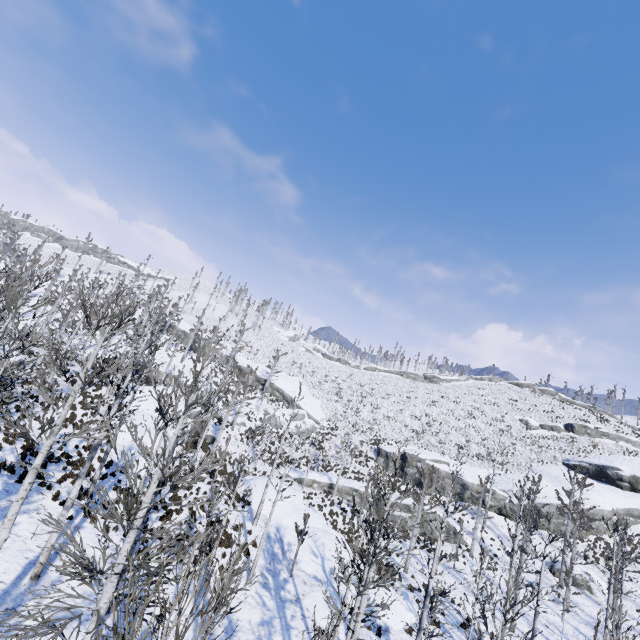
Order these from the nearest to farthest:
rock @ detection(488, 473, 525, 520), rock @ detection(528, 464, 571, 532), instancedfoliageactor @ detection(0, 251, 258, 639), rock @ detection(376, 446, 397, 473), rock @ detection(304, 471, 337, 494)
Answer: instancedfoliageactor @ detection(0, 251, 258, 639)
rock @ detection(528, 464, 571, 532)
rock @ detection(304, 471, 337, 494)
rock @ detection(488, 473, 525, 520)
rock @ detection(376, 446, 397, 473)

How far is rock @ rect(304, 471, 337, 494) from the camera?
36.1m

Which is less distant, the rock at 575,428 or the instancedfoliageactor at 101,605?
the instancedfoliageactor at 101,605

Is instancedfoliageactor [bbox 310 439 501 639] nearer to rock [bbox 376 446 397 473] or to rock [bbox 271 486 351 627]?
rock [bbox 271 486 351 627]

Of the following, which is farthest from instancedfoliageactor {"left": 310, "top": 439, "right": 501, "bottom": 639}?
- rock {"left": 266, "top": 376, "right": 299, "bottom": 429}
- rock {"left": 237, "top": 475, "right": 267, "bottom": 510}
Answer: rock {"left": 266, "top": 376, "right": 299, "bottom": 429}

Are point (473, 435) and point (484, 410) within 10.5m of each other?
yes

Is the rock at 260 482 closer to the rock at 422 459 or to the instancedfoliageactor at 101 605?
the instancedfoliageactor at 101 605

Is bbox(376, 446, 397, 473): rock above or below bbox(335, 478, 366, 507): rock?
above
